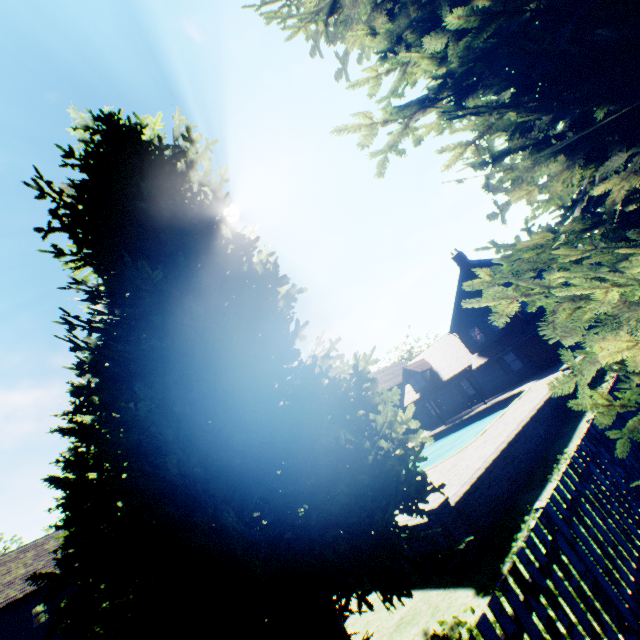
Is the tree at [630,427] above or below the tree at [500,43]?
below

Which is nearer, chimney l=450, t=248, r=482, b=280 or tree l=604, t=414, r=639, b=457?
tree l=604, t=414, r=639, b=457

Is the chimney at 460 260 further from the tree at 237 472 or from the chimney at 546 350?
the tree at 237 472

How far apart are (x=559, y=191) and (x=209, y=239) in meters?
4.8

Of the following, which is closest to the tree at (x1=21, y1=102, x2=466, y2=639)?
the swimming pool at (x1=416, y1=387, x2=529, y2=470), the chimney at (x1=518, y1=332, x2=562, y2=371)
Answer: the swimming pool at (x1=416, y1=387, x2=529, y2=470)

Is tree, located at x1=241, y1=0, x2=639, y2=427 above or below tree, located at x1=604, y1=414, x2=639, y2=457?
above

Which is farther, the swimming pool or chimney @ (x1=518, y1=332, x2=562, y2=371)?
chimney @ (x1=518, y1=332, x2=562, y2=371)
